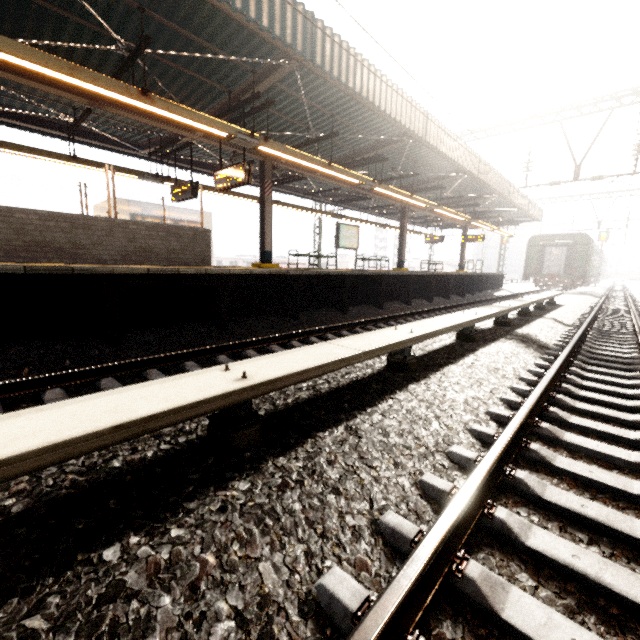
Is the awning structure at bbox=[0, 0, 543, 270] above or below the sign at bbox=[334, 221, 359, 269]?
above

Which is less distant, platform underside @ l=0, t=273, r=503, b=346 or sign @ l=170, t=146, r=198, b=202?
platform underside @ l=0, t=273, r=503, b=346

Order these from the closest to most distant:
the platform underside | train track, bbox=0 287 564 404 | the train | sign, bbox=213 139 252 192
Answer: train track, bbox=0 287 564 404 < the platform underside < sign, bbox=213 139 252 192 < the train

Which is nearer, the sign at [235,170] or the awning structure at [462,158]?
the awning structure at [462,158]

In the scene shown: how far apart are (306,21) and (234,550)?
8.0m

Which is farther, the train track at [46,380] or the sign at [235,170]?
the sign at [235,170]

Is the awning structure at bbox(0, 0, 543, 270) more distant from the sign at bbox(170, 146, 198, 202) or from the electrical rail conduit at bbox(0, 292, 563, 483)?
the electrical rail conduit at bbox(0, 292, 563, 483)

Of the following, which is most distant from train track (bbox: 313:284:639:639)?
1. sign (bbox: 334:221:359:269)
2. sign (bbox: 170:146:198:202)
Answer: sign (bbox: 170:146:198:202)
